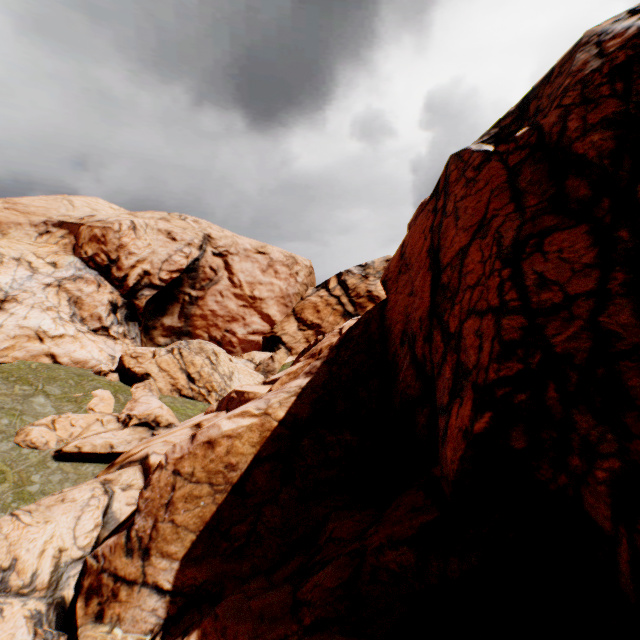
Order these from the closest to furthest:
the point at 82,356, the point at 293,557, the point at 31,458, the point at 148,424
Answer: the point at 293,557, the point at 31,458, the point at 148,424, the point at 82,356
